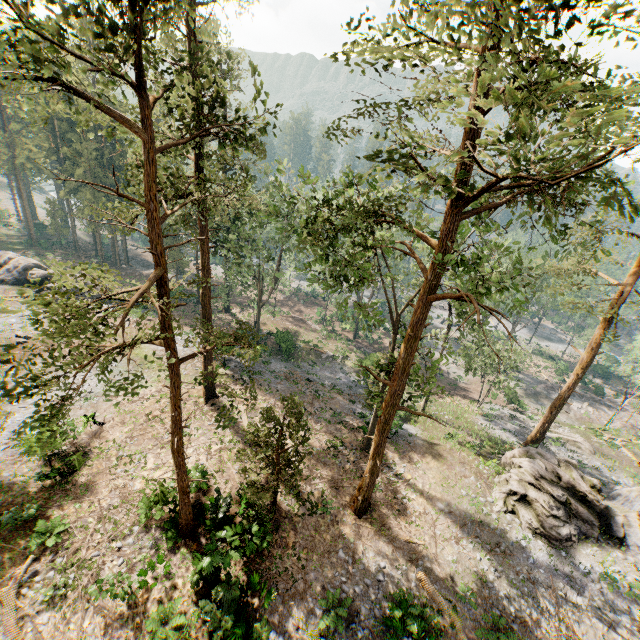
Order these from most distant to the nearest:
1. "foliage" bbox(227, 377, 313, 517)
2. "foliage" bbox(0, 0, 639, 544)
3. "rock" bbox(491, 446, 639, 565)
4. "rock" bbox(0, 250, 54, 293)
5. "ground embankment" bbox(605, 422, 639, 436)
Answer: "ground embankment" bbox(605, 422, 639, 436) → "rock" bbox(0, 250, 54, 293) → "rock" bbox(491, 446, 639, 565) → "foliage" bbox(227, 377, 313, 517) → "foliage" bbox(0, 0, 639, 544)

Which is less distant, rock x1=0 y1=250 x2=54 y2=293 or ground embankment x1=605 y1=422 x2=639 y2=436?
rock x1=0 y1=250 x2=54 y2=293

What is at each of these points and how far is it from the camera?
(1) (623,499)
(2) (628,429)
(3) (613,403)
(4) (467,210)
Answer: (1) rock, 22.1m
(2) ground embankment, 39.4m
(3) ground embankment, 48.5m
(4) foliage, 11.0m

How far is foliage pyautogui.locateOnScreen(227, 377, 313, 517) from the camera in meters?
14.0 m

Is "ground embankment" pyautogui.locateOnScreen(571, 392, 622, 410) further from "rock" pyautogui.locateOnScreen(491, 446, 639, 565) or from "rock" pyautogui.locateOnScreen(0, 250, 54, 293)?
"rock" pyautogui.locateOnScreen(0, 250, 54, 293)

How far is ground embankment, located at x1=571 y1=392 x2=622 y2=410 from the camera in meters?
47.4

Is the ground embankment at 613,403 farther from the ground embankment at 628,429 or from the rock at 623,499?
the rock at 623,499

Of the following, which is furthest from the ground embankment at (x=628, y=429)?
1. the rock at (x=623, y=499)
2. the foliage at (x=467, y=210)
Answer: the rock at (x=623, y=499)
